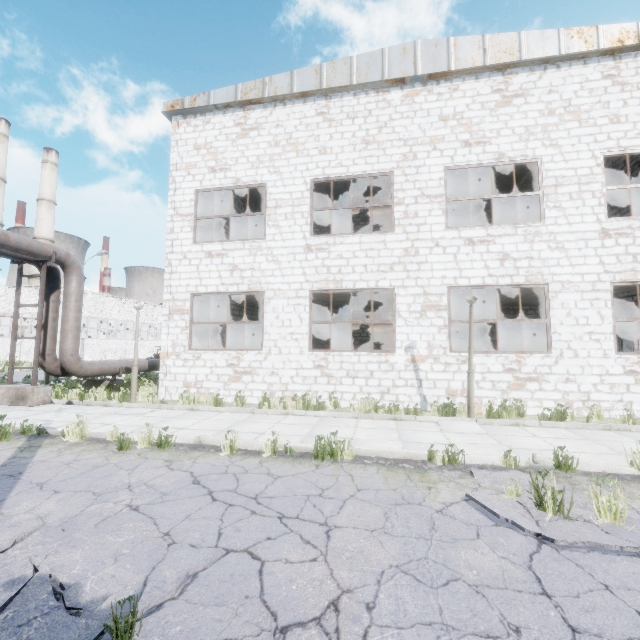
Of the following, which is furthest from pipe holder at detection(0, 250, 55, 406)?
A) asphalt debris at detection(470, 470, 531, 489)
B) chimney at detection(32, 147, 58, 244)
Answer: chimney at detection(32, 147, 58, 244)

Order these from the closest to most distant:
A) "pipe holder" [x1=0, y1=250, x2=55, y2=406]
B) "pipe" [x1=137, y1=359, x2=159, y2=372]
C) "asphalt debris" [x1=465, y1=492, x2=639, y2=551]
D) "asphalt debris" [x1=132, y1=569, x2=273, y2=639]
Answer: "asphalt debris" [x1=132, y1=569, x2=273, y2=639], "asphalt debris" [x1=465, y1=492, x2=639, y2=551], "pipe holder" [x1=0, y1=250, x2=55, y2=406], "pipe" [x1=137, y1=359, x2=159, y2=372]

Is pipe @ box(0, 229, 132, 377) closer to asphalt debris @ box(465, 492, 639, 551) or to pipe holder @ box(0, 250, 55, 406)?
pipe holder @ box(0, 250, 55, 406)

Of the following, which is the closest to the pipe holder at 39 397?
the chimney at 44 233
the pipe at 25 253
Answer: the pipe at 25 253

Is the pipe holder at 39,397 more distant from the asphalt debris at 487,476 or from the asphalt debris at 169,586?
the asphalt debris at 487,476

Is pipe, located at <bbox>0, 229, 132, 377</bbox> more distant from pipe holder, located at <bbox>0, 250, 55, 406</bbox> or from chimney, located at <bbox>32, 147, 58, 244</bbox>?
chimney, located at <bbox>32, 147, 58, 244</bbox>

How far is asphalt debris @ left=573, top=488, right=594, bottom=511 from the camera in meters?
3.9

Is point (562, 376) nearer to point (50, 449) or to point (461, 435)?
point (461, 435)
